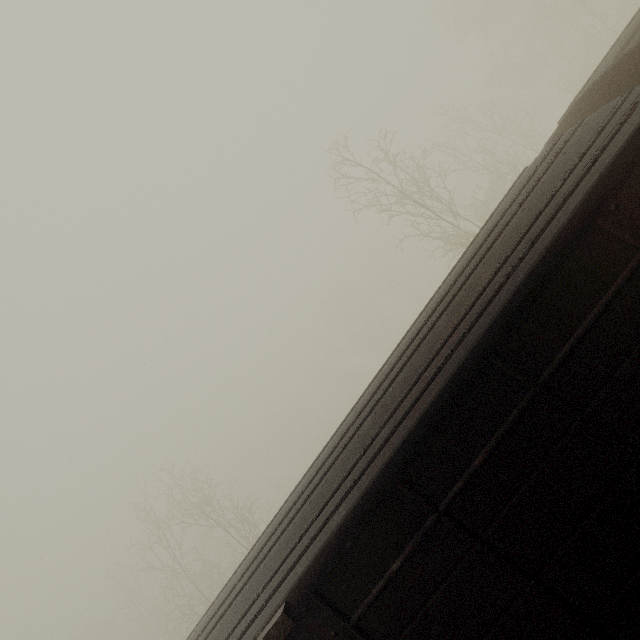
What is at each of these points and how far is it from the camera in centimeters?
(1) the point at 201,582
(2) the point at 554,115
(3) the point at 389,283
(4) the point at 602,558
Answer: (1) tree, 3241cm
(2) tree, 5303cm
(3) tree, 5694cm
(4) boxcar, 254cm

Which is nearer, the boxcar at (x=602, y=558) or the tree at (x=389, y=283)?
the boxcar at (x=602, y=558)

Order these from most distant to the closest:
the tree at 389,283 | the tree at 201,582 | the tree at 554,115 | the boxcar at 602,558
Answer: the tree at 389,283
the tree at 201,582
the tree at 554,115
the boxcar at 602,558

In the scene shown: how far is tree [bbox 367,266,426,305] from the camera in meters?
54.8 m

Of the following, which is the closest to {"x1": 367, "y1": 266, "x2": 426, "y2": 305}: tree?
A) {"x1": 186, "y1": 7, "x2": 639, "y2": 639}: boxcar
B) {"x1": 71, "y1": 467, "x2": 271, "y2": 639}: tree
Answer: {"x1": 71, "y1": 467, "x2": 271, "y2": 639}: tree

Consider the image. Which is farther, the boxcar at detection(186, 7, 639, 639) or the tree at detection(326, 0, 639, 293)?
the tree at detection(326, 0, 639, 293)

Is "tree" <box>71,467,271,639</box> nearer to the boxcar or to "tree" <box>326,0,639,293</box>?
the boxcar
